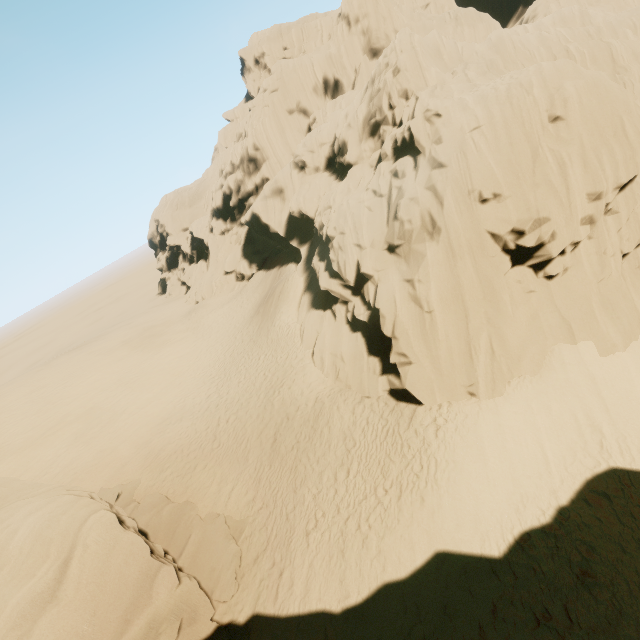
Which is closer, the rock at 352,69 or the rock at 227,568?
the rock at 227,568

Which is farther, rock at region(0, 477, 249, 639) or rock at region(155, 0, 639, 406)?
rock at region(155, 0, 639, 406)

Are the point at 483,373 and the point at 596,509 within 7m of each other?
yes
